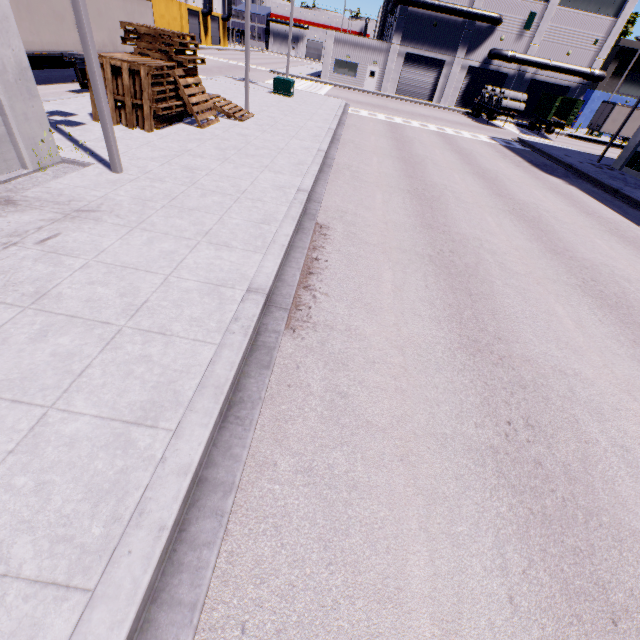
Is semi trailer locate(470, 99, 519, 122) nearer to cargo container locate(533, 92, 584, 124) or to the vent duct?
cargo container locate(533, 92, 584, 124)

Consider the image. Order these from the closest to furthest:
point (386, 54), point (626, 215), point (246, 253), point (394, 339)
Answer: point (394, 339), point (246, 253), point (626, 215), point (386, 54)

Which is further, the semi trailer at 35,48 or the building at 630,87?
the building at 630,87

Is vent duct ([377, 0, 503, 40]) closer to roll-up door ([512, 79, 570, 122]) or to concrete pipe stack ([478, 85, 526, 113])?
roll-up door ([512, 79, 570, 122])

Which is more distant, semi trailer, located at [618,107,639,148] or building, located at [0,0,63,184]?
semi trailer, located at [618,107,639,148]

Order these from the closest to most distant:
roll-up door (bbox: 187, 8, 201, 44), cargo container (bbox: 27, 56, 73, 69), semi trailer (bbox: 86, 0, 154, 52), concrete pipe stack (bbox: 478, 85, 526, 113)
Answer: semi trailer (bbox: 86, 0, 154, 52)
cargo container (bbox: 27, 56, 73, 69)
concrete pipe stack (bbox: 478, 85, 526, 113)
roll-up door (bbox: 187, 8, 201, 44)

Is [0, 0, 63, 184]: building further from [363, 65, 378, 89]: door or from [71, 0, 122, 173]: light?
[71, 0, 122, 173]: light

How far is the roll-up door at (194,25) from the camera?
53.4m
